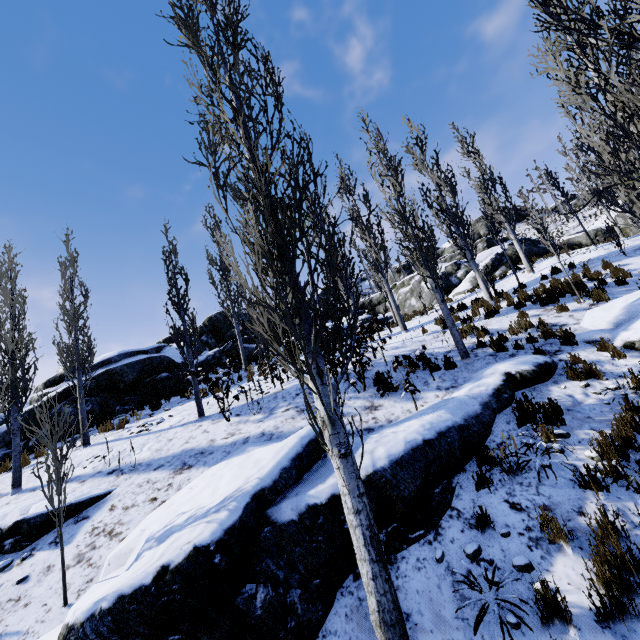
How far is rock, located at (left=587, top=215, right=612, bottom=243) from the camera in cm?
2291

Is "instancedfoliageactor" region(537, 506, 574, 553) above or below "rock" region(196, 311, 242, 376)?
below

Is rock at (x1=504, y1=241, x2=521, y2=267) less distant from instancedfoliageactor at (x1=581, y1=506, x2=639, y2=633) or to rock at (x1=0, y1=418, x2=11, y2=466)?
rock at (x1=0, y1=418, x2=11, y2=466)

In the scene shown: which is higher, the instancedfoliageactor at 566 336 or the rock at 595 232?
the rock at 595 232

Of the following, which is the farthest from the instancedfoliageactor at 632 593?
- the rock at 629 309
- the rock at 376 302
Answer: the rock at 376 302

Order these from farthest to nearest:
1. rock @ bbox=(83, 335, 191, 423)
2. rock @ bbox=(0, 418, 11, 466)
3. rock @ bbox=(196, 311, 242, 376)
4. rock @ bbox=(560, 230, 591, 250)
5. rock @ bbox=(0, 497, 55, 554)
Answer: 1. rock @ bbox=(560, 230, 591, 250)
2. rock @ bbox=(196, 311, 242, 376)
3. rock @ bbox=(83, 335, 191, 423)
4. rock @ bbox=(0, 418, 11, 466)
5. rock @ bbox=(0, 497, 55, 554)

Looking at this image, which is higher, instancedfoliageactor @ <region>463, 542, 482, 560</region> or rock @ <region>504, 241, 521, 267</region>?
rock @ <region>504, 241, 521, 267</region>

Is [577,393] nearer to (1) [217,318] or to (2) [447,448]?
(2) [447,448]
